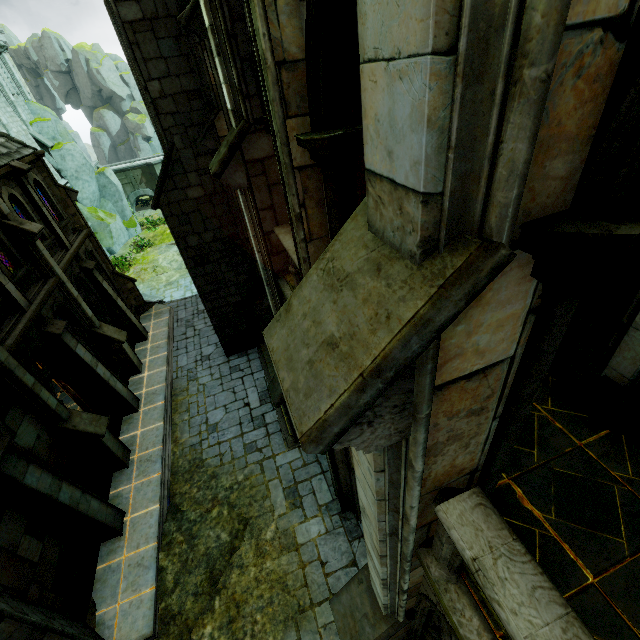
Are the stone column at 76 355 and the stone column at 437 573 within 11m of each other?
no

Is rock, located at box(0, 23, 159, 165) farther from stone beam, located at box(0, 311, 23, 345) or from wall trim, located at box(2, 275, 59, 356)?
stone beam, located at box(0, 311, 23, 345)

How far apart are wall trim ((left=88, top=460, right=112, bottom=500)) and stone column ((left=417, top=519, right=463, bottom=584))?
10.8m

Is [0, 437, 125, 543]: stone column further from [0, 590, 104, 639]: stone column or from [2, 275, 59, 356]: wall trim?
[2, 275, 59, 356]: wall trim

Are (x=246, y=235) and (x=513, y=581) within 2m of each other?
no

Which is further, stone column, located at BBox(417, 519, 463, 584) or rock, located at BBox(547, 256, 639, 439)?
rock, located at BBox(547, 256, 639, 439)

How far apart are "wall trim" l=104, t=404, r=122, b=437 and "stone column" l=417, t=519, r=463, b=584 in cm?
1221

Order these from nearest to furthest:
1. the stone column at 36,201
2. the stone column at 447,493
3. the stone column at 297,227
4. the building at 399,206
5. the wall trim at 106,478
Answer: the building at 399,206, the stone column at 447,493, the stone column at 297,227, the wall trim at 106,478, the stone column at 36,201
